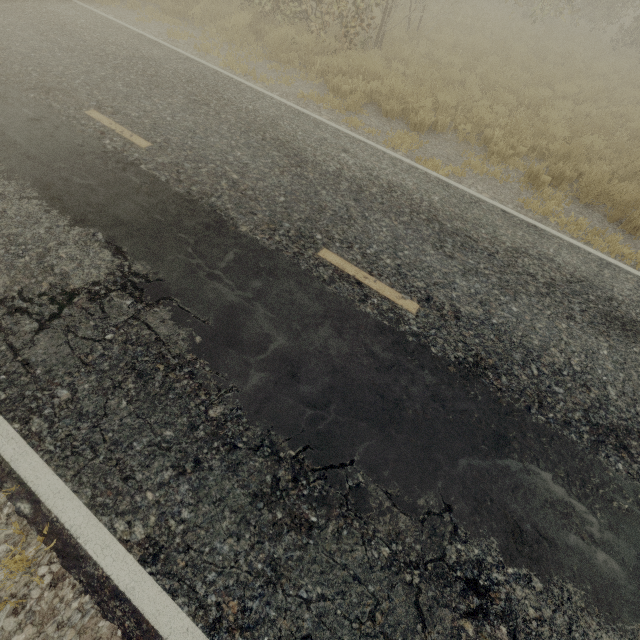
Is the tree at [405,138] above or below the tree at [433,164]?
below

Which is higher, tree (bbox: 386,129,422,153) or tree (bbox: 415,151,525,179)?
tree (bbox: 415,151,525,179)

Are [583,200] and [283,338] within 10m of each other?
yes

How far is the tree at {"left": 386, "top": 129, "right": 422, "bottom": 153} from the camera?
6.9m

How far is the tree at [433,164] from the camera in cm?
650
